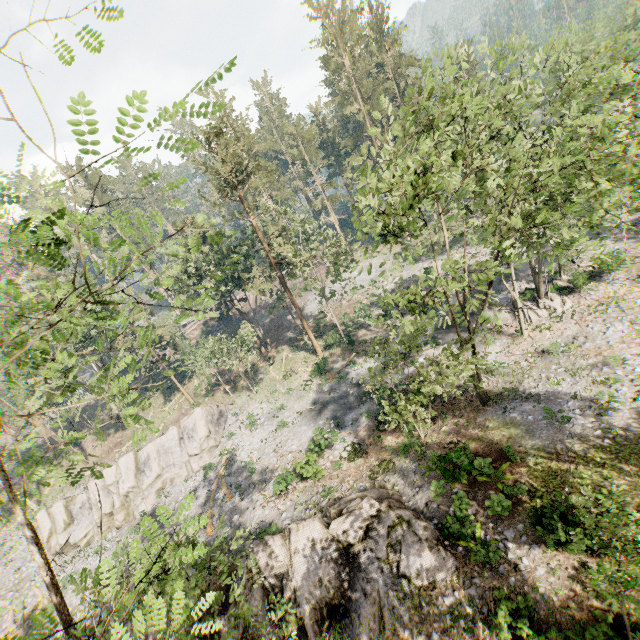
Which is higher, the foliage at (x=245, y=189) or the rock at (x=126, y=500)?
the foliage at (x=245, y=189)

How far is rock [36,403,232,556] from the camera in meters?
29.5

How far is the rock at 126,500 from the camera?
29.5 meters

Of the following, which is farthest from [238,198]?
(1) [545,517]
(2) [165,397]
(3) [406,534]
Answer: (2) [165,397]

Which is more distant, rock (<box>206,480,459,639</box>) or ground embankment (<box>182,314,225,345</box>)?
ground embankment (<box>182,314,225,345</box>)

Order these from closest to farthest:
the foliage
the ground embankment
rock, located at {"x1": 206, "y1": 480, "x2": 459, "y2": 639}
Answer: the foliage → rock, located at {"x1": 206, "y1": 480, "x2": 459, "y2": 639} → the ground embankment

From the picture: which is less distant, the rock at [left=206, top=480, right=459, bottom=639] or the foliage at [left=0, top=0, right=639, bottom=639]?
the foliage at [left=0, top=0, right=639, bottom=639]

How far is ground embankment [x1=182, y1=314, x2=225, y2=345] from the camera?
57.5 meters
